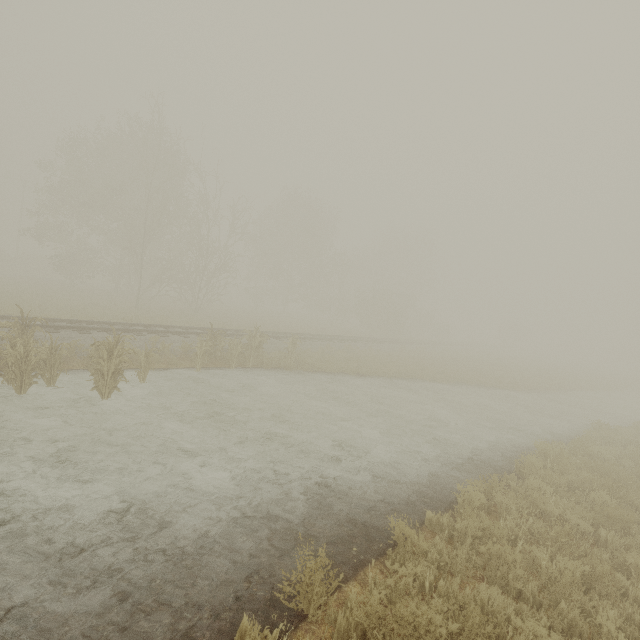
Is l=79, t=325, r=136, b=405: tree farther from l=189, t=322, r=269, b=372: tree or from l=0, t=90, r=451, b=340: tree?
→ l=0, t=90, r=451, b=340: tree

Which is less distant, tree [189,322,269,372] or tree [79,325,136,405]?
tree [79,325,136,405]

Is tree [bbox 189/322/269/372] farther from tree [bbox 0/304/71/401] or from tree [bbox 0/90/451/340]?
tree [bbox 0/90/451/340]

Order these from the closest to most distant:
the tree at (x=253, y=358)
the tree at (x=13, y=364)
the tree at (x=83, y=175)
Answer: the tree at (x=13, y=364), the tree at (x=253, y=358), the tree at (x=83, y=175)

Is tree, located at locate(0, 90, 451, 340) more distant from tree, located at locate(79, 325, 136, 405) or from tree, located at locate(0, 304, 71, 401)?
tree, located at locate(79, 325, 136, 405)

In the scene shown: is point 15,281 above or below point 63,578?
above

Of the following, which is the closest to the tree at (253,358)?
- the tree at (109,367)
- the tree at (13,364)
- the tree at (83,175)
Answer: the tree at (13,364)

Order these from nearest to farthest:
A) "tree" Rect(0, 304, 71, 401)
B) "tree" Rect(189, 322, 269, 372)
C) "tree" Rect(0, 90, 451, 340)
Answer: "tree" Rect(0, 304, 71, 401) → "tree" Rect(189, 322, 269, 372) → "tree" Rect(0, 90, 451, 340)
